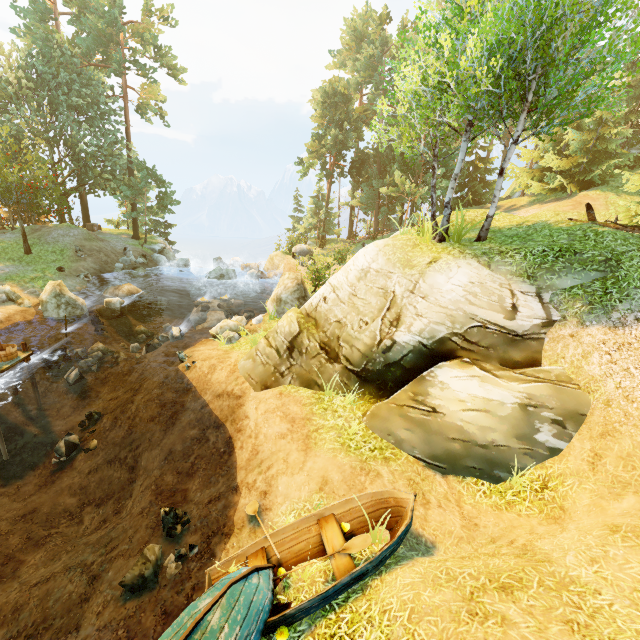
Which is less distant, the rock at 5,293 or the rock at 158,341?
the rock at 158,341

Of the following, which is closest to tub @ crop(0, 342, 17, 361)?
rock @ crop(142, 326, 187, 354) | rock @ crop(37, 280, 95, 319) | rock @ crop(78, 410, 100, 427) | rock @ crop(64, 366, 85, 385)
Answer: rock @ crop(64, 366, 85, 385)

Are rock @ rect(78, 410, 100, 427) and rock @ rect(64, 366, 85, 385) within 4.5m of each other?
yes

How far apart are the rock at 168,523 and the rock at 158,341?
10.0m

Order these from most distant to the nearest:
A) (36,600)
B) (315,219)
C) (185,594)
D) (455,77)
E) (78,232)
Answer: (315,219), (78,232), (455,77), (36,600), (185,594)

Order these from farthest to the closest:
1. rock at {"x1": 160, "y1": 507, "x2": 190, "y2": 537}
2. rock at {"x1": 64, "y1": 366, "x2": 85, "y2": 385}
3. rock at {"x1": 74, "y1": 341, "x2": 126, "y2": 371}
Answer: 1. rock at {"x1": 74, "y1": 341, "x2": 126, "y2": 371}
2. rock at {"x1": 64, "y1": 366, "x2": 85, "y2": 385}
3. rock at {"x1": 160, "y1": 507, "x2": 190, "y2": 537}

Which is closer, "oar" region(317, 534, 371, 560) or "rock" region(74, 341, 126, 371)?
"oar" region(317, 534, 371, 560)

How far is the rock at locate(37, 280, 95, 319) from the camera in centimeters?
1639cm
